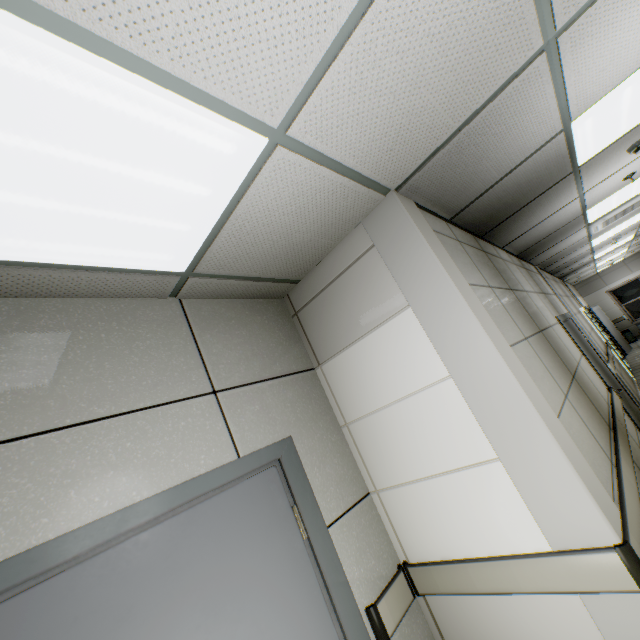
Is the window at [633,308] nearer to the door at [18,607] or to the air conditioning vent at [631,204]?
the air conditioning vent at [631,204]

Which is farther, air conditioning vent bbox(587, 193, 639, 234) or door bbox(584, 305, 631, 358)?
door bbox(584, 305, 631, 358)

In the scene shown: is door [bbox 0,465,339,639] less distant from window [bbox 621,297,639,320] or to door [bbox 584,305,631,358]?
door [bbox 584,305,631,358]

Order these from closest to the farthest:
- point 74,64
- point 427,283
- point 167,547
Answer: point 74,64 → point 167,547 → point 427,283

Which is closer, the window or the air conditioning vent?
the air conditioning vent

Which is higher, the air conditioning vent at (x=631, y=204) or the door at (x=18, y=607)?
the air conditioning vent at (x=631, y=204)

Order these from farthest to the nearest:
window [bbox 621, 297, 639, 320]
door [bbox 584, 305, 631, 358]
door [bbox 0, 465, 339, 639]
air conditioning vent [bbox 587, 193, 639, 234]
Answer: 1. window [bbox 621, 297, 639, 320]
2. door [bbox 584, 305, 631, 358]
3. air conditioning vent [bbox 587, 193, 639, 234]
4. door [bbox 0, 465, 339, 639]

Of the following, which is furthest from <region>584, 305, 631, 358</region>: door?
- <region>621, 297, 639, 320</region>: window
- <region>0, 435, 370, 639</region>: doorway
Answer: <region>0, 435, 370, 639</region>: doorway
